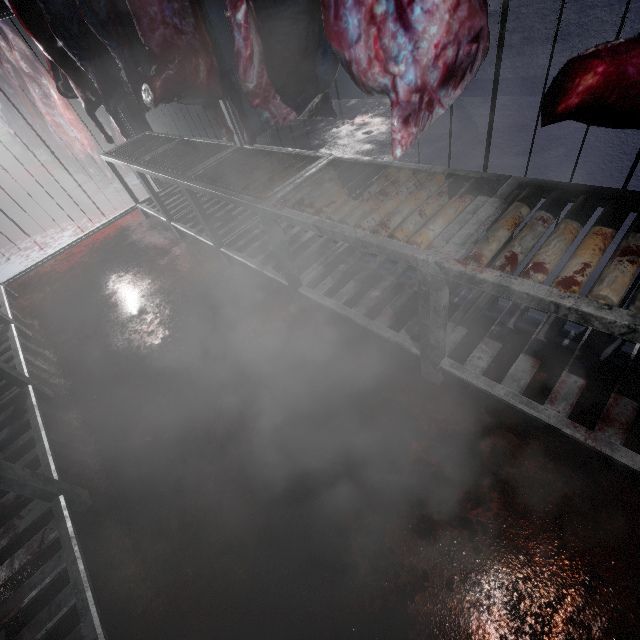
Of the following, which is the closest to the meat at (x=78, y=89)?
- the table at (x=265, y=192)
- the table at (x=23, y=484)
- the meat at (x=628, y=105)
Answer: the table at (x=265, y=192)

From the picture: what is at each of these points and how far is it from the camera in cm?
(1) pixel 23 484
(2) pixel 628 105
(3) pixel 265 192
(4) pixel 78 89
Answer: (1) table, 138
(2) meat, 56
(3) table, 177
(4) meat, 273

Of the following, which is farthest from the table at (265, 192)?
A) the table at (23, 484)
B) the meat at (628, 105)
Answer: the table at (23, 484)

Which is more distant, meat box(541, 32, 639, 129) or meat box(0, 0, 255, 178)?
meat box(0, 0, 255, 178)

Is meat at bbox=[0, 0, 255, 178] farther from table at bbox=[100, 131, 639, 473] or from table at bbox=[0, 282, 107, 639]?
table at bbox=[0, 282, 107, 639]

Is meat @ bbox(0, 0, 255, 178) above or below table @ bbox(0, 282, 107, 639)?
above

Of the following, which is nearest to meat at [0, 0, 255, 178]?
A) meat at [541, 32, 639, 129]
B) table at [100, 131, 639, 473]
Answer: table at [100, 131, 639, 473]
